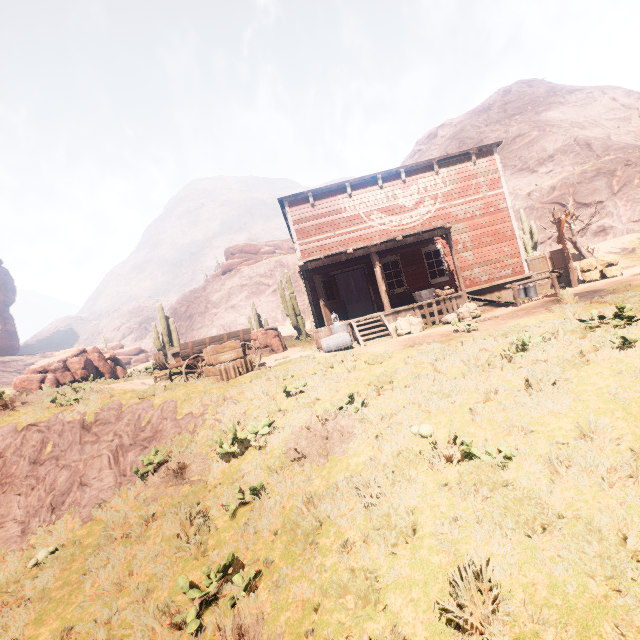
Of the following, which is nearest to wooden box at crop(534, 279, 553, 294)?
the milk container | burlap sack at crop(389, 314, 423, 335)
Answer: the milk container

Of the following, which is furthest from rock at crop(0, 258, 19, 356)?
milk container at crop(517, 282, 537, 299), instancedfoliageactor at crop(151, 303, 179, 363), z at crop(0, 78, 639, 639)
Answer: milk container at crop(517, 282, 537, 299)

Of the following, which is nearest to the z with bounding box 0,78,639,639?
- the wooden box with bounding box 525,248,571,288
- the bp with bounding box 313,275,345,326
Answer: the bp with bounding box 313,275,345,326

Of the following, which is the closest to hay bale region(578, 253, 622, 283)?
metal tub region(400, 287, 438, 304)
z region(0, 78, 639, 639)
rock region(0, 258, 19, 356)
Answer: metal tub region(400, 287, 438, 304)

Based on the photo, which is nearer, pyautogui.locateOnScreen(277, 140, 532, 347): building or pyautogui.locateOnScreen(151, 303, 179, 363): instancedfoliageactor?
pyautogui.locateOnScreen(277, 140, 532, 347): building

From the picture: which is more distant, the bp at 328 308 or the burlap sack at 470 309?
the bp at 328 308

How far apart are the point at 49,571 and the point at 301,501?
4.49m

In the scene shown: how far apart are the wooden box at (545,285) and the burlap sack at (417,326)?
6.76m
